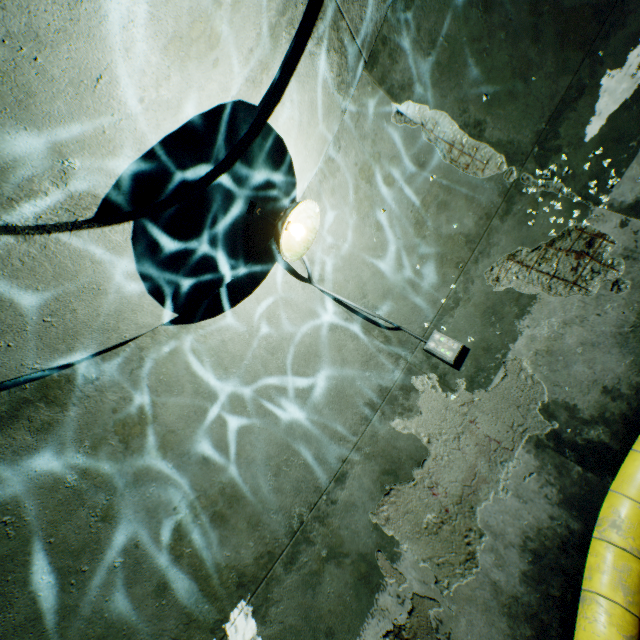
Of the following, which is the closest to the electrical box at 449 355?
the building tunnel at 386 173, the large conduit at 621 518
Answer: the building tunnel at 386 173

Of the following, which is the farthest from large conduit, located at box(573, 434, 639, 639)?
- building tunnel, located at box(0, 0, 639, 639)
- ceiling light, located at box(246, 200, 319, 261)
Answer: ceiling light, located at box(246, 200, 319, 261)

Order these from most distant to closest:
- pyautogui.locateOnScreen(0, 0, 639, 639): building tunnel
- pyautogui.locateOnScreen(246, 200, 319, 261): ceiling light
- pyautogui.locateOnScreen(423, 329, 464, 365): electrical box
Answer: pyautogui.locateOnScreen(423, 329, 464, 365): electrical box, pyautogui.locateOnScreen(246, 200, 319, 261): ceiling light, pyautogui.locateOnScreen(0, 0, 639, 639): building tunnel

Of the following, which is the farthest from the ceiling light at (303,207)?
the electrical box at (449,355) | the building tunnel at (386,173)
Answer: the electrical box at (449,355)

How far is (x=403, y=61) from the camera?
3.3 meters

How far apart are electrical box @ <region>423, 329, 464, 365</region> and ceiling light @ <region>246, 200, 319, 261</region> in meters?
2.2

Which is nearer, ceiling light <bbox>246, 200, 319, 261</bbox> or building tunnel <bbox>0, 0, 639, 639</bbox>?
building tunnel <bbox>0, 0, 639, 639</bbox>

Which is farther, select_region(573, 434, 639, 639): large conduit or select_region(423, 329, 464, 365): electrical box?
select_region(423, 329, 464, 365): electrical box
